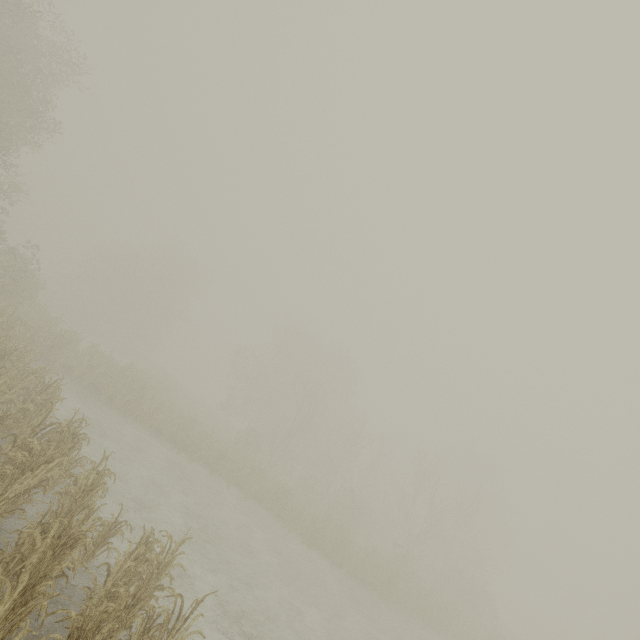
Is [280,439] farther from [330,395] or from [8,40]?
[8,40]
